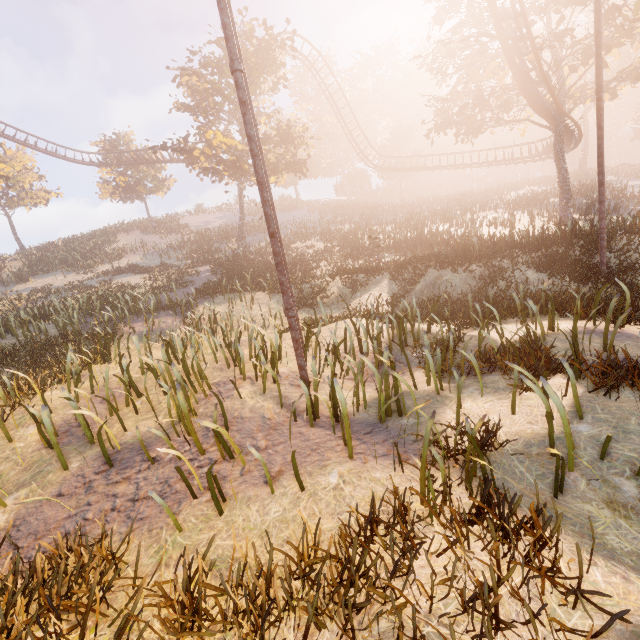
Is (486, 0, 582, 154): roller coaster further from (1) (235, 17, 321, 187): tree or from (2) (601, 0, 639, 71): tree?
(1) (235, 17, 321, 187): tree

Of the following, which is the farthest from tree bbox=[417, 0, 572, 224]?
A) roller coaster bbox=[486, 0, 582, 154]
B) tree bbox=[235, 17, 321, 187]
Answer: tree bbox=[235, 17, 321, 187]

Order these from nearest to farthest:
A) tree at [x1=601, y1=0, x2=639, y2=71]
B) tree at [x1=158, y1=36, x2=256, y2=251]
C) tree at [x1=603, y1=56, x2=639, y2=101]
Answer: tree at [x1=601, y1=0, x2=639, y2=71] → tree at [x1=603, y1=56, x2=639, y2=101] → tree at [x1=158, y1=36, x2=256, y2=251]

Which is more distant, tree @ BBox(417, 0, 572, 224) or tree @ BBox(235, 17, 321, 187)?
tree @ BBox(235, 17, 321, 187)

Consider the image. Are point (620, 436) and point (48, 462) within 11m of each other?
yes

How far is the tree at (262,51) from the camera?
21.59m

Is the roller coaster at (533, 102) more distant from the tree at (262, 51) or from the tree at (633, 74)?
the tree at (262, 51)
